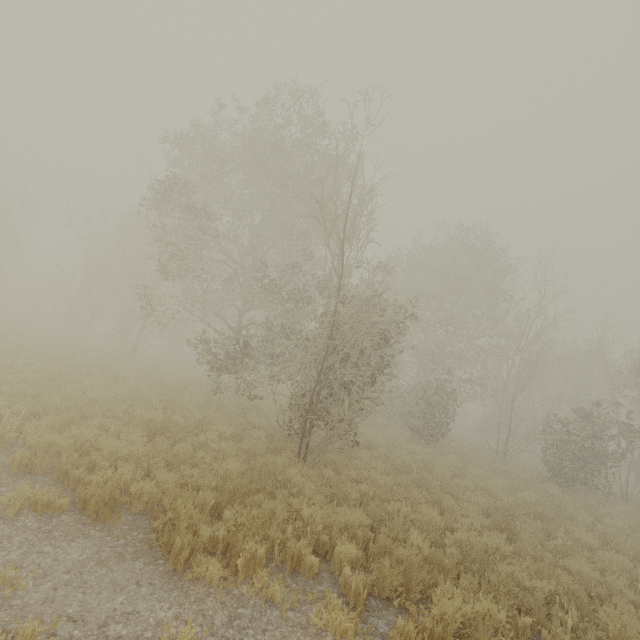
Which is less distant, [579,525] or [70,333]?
[579,525]

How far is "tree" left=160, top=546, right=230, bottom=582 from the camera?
4.1m

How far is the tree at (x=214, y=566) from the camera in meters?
4.1
